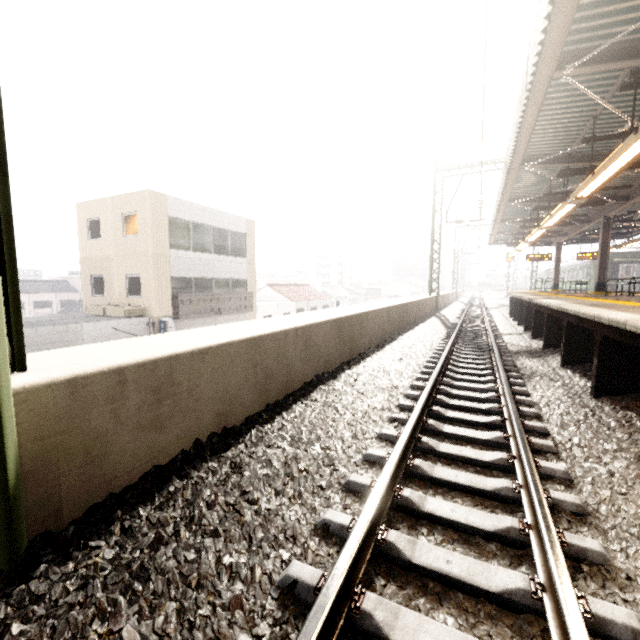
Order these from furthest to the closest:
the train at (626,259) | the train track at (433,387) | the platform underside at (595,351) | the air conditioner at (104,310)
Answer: the train at (626,259), the air conditioner at (104,310), the platform underside at (595,351), the train track at (433,387)

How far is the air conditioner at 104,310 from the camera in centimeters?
1489cm

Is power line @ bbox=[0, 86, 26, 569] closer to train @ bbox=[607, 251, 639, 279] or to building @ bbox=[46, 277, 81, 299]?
train @ bbox=[607, 251, 639, 279]

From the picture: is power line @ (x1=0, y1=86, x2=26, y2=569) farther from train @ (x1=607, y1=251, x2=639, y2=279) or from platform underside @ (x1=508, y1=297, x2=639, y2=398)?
train @ (x1=607, y1=251, x2=639, y2=279)

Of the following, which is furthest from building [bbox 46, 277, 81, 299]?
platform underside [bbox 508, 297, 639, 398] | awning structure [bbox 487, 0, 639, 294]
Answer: platform underside [bbox 508, 297, 639, 398]

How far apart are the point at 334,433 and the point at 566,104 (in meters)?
8.90

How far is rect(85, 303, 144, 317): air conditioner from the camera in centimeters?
1489cm

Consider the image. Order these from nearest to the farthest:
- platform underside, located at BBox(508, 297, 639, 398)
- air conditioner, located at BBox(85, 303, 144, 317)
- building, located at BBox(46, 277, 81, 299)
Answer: platform underside, located at BBox(508, 297, 639, 398) → air conditioner, located at BBox(85, 303, 144, 317) → building, located at BBox(46, 277, 81, 299)
